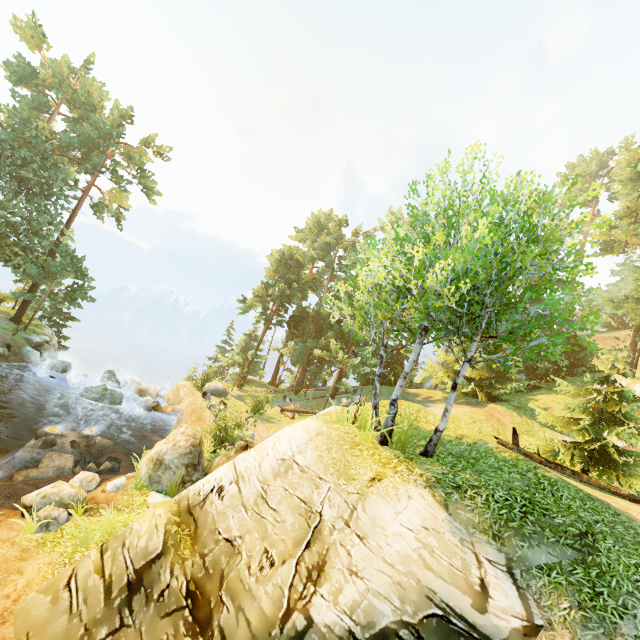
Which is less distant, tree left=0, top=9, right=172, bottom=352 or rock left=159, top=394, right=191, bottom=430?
rock left=159, top=394, right=191, bottom=430

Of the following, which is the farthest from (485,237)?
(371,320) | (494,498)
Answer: A: (494,498)

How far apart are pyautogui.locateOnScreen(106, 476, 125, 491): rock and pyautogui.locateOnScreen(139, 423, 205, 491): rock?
0.4 meters

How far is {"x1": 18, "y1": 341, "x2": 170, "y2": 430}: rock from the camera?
19.91m

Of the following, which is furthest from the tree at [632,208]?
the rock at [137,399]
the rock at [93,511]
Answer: the rock at [93,511]

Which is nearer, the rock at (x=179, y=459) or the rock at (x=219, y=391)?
the rock at (x=179, y=459)

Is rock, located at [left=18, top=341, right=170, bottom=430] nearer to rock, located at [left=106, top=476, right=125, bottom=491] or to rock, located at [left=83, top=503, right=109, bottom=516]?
rock, located at [left=106, top=476, right=125, bottom=491]

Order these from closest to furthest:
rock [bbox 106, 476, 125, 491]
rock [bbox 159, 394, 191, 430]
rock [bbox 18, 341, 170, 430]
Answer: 1. rock [bbox 106, 476, 125, 491]
2. rock [bbox 18, 341, 170, 430]
3. rock [bbox 159, 394, 191, 430]
